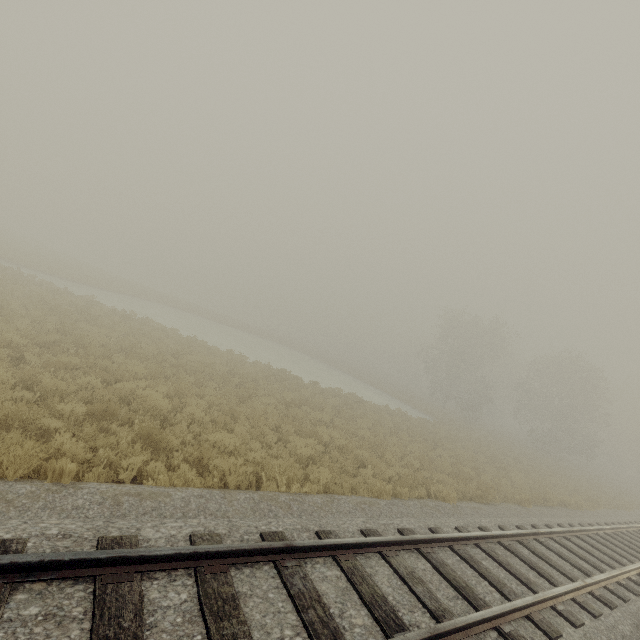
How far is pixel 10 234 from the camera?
47.6m
